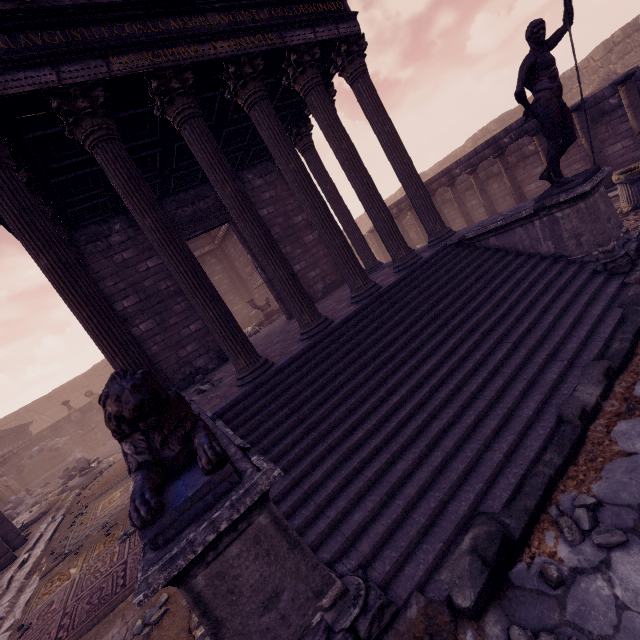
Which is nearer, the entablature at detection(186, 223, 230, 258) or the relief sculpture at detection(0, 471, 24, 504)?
the relief sculpture at detection(0, 471, 24, 504)

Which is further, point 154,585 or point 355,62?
point 355,62

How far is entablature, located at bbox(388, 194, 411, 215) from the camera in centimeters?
1462cm

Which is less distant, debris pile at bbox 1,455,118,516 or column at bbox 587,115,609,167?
column at bbox 587,115,609,167

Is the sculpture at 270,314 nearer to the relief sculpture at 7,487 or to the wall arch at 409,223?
the wall arch at 409,223

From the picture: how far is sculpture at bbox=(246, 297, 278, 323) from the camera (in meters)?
13.62

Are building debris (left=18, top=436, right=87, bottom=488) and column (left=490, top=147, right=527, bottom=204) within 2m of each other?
no

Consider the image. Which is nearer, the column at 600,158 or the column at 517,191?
the column at 600,158
